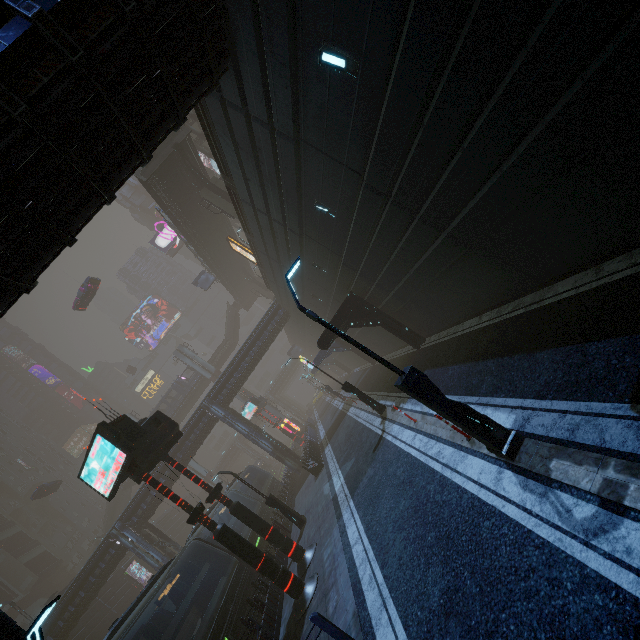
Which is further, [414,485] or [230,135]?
[230,135]

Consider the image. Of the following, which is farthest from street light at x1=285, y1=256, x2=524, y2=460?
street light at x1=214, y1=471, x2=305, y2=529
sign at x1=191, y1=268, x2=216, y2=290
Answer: sign at x1=191, y1=268, x2=216, y2=290

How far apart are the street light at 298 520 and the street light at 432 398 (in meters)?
14.64

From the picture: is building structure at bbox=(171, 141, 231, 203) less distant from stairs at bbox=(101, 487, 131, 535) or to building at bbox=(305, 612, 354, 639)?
building at bbox=(305, 612, 354, 639)

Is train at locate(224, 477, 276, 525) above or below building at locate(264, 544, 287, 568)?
above

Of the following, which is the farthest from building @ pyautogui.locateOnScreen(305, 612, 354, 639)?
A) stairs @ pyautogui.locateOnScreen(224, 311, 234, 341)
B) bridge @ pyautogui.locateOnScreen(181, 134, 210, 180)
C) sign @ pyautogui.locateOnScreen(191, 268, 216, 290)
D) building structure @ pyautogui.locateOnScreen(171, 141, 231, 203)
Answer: stairs @ pyautogui.locateOnScreen(224, 311, 234, 341)

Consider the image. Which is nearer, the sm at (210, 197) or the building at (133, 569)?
the sm at (210, 197)

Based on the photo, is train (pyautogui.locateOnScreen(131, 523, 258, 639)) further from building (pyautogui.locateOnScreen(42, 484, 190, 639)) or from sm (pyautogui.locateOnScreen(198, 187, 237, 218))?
sm (pyautogui.locateOnScreen(198, 187, 237, 218))
